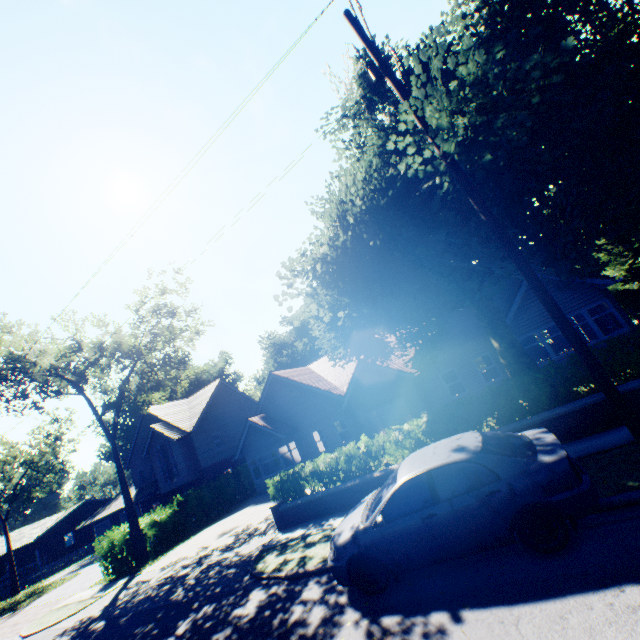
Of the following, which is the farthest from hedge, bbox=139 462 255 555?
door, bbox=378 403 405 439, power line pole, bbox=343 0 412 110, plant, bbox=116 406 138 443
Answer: power line pole, bbox=343 0 412 110

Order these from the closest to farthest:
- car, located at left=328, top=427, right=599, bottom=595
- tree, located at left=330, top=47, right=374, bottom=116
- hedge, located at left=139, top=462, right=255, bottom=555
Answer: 1. car, located at left=328, top=427, right=599, bottom=595
2. tree, located at left=330, top=47, right=374, bottom=116
3. hedge, located at left=139, top=462, right=255, bottom=555

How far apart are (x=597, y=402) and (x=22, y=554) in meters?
66.8 m

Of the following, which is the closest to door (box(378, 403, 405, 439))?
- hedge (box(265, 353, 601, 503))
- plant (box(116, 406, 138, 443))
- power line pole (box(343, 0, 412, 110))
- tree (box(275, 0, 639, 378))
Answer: tree (box(275, 0, 639, 378))

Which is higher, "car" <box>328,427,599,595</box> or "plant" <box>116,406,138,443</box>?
"plant" <box>116,406,138,443</box>

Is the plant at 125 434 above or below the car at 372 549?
above

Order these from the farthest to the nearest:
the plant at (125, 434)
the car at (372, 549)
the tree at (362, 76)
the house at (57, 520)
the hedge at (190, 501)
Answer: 1. the plant at (125, 434)
2. the house at (57, 520)
3. the hedge at (190, 501)
4. the tree at (362, 76)
5. the car at (372, 549)

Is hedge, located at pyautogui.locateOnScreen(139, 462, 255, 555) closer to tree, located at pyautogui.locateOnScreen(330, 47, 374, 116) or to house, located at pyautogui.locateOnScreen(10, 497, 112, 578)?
tree, located at pyautogui.locateOnScreen(330, 47, 374, 116)
